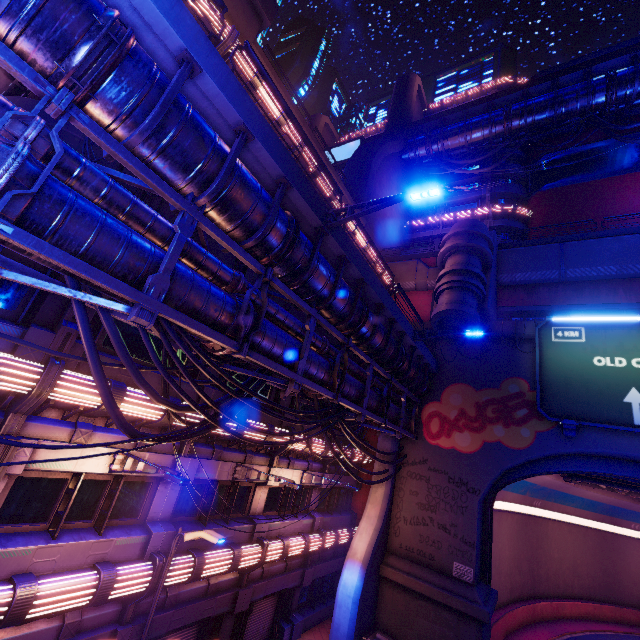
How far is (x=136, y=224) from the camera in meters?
6.9

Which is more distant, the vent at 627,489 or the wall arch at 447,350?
the wall arch at 447,350

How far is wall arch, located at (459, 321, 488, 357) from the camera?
20.2 meters

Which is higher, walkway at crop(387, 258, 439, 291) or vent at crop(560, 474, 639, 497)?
walkway at crop(387, 258, 439, 291)

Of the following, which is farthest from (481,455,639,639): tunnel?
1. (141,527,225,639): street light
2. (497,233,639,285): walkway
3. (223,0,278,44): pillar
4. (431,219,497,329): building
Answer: (223,0,278,44): pillar

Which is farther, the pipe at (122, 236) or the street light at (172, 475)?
the street light at (172, 475)

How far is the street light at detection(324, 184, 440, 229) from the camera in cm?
821

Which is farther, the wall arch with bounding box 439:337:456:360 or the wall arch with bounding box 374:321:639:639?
the wall arch with bounding box 439:337:456:360
